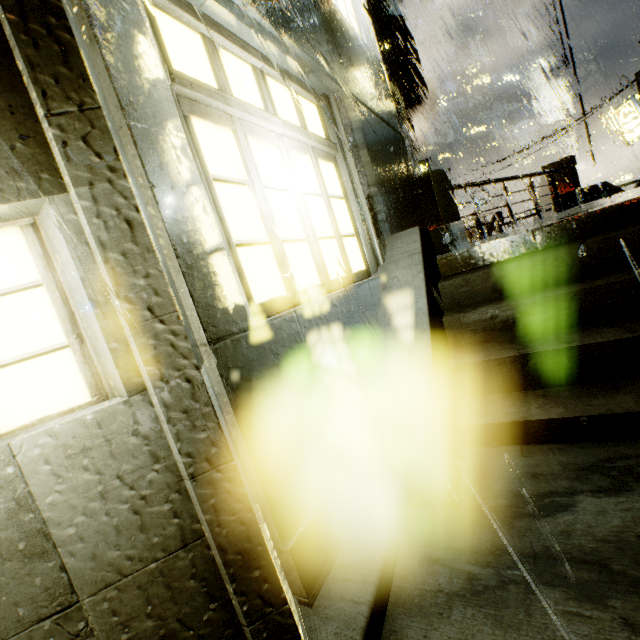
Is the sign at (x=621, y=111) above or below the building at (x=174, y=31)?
above

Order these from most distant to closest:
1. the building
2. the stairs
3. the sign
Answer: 1. the sign
2. the stairs
3. the building

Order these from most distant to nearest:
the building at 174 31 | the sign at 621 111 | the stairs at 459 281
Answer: the sign at 621 111
the stairs at 459 281
the building at 174 31

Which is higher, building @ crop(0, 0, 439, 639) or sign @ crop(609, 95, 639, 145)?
sign @ crop(609, 95, 639, 145)

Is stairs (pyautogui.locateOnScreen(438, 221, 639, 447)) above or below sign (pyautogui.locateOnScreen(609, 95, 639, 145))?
below

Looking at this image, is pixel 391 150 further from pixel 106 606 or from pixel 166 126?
pixel 106 606

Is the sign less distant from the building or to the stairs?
the building

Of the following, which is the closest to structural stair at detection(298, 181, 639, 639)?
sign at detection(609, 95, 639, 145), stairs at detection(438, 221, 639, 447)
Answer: stairs at detection(438, 221, 639, 447)
